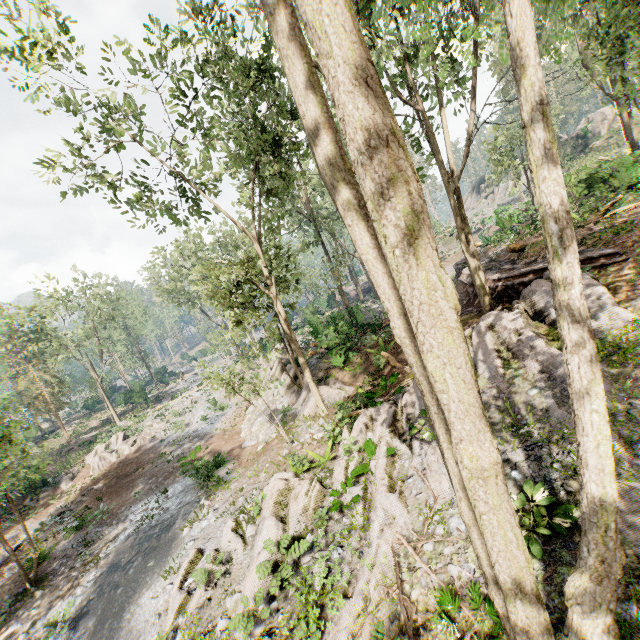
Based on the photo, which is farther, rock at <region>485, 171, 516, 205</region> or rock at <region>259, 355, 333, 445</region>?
rock at <region>485, 171, 516, 205</region>

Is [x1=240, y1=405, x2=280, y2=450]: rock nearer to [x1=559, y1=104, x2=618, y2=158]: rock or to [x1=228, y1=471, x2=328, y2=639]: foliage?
[x1=228, y1=471, x2=328, y2=639]: foliage

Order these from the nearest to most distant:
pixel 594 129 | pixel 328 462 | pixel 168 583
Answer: pixel 168 583 → pixel 328 462 → pixel 594 129

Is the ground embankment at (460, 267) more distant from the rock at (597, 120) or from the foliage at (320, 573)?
the rock at (597, 120)

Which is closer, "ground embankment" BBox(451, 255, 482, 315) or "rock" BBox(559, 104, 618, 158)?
"ground embankment" BBox(451, 255, 482, 315)

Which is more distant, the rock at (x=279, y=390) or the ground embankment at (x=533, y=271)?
the rock at (x=279, y=390)

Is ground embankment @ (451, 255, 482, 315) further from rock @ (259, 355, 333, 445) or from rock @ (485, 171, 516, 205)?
rock @ (485, 171, 516, 205)
